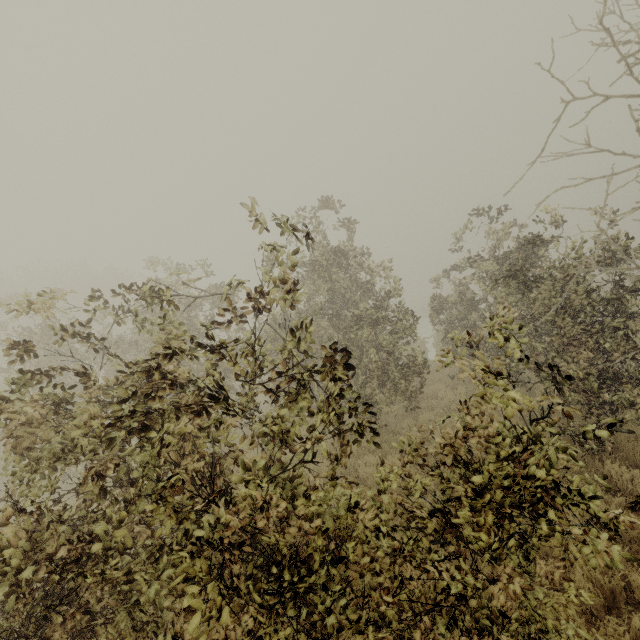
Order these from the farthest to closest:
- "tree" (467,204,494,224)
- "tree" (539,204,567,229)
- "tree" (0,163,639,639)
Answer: "tree" (467,204,494,224)
"tree" (539,204,567,229)
"tree" (0,163,639,639)

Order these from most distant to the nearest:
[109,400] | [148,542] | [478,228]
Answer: [109,400] → [478,228] → [148,542]

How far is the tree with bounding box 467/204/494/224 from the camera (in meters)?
8.00

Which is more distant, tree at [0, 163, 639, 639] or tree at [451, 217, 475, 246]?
tree at [451, 217, 475, 246]

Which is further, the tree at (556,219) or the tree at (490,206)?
the tree at (490,206)

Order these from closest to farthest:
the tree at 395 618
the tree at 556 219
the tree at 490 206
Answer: the tree at 395 618 < the tree at 556 219 < the tree at 490 206
